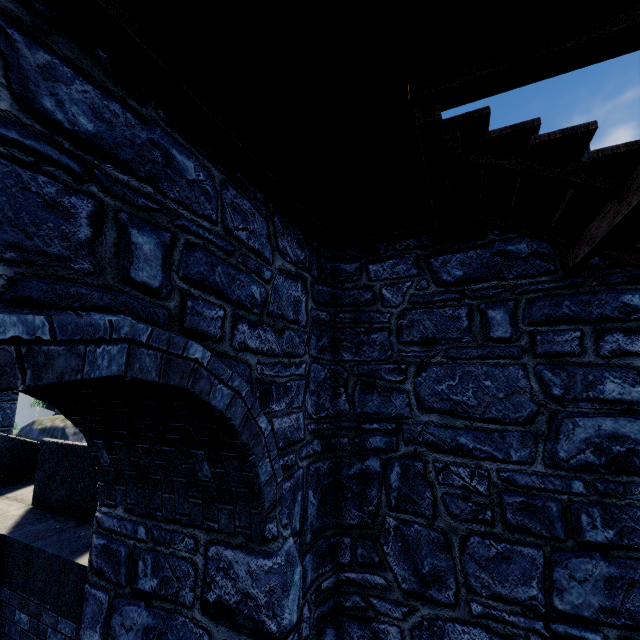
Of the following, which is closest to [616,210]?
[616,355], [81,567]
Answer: [616,355]
